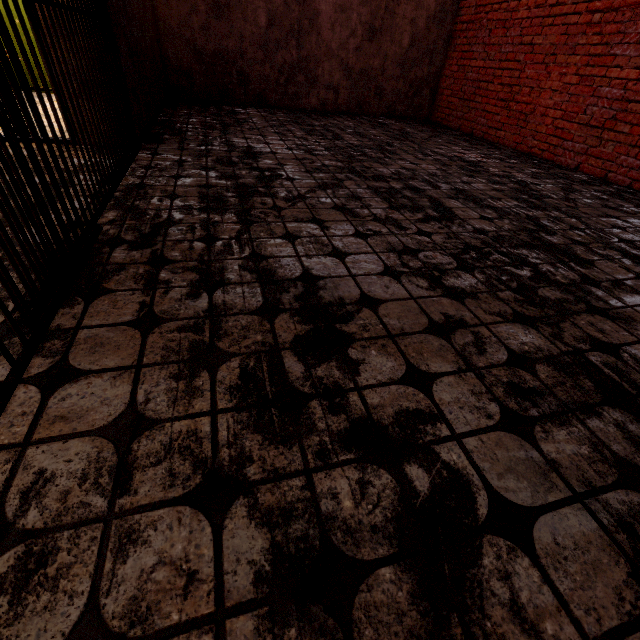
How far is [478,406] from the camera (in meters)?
1.16

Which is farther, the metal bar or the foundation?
the foundation

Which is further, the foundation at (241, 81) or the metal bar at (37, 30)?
the foundation at (241, 81)
